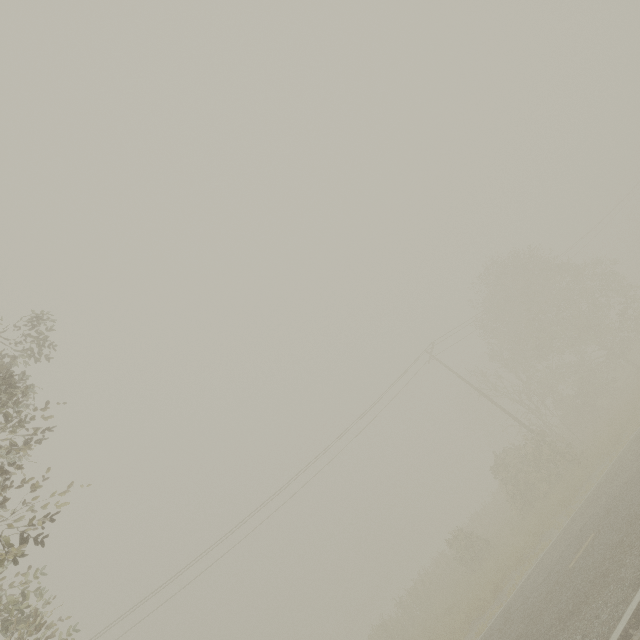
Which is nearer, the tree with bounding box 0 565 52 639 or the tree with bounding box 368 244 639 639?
the tree with bounding box 0 565 52 639

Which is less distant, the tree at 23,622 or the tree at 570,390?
the tree at 23,622

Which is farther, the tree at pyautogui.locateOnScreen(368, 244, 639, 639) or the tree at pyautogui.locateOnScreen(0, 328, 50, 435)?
the tree at pyautogui.locateOnScreen(368, 244, 639, 639)

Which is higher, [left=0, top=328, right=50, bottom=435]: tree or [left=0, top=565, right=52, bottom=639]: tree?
[left=0, top=328, right=50, bottom=435]: tree

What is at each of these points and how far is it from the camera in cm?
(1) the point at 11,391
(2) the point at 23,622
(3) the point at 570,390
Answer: (1) tree, 634
(2) tree, 630
(3) tree, 5841

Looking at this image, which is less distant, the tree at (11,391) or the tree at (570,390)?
the tree at (11,391)
